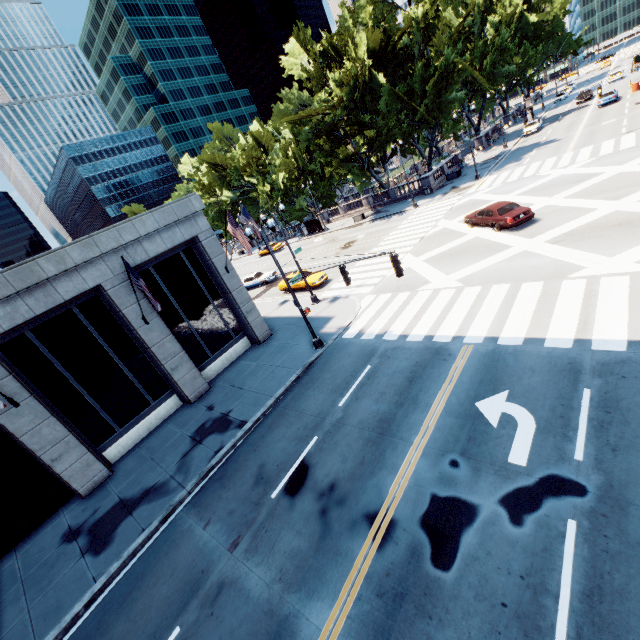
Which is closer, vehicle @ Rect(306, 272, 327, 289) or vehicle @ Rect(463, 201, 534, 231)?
vehicle @ Rect(463, 201, 534, 231)

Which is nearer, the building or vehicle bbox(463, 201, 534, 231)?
the building

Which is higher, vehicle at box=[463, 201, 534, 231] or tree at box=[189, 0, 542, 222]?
tree at box=[189, 0, 542, 222]

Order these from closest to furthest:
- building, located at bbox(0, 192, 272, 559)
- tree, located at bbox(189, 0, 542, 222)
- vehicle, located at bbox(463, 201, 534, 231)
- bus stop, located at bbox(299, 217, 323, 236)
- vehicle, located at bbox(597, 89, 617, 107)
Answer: building, located at bbox(0, 192, 272, 559) → vehicle, located at bbox(463, 201, 534, 231) → tree, located at bbox(189, 0, 542, 222) → vehicle, located at bbox(597, 89, 617, 107) → bus stop, located at bbox(299, 217, 323, 236)

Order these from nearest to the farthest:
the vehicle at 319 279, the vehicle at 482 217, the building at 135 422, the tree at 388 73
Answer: the building at 135 422
the vehicle at 482 217
the vehicle at 319 279
the tree at 388 73

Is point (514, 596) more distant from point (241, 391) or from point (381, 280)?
point (381, 280)

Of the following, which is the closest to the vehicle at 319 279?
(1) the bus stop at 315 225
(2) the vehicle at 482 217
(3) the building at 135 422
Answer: (3) the building at 135 422

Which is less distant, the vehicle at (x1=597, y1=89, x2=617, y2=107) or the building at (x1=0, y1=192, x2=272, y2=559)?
the building at (x1=0, y1=192, x2=272, y2=559)
